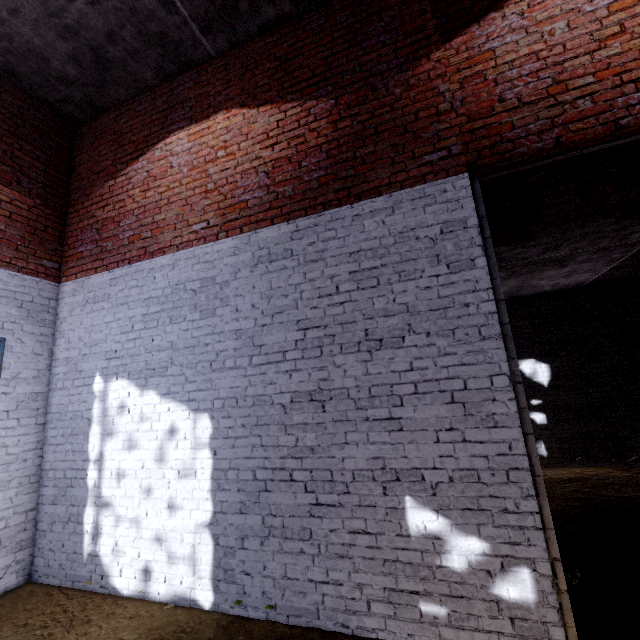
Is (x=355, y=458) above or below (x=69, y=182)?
below
